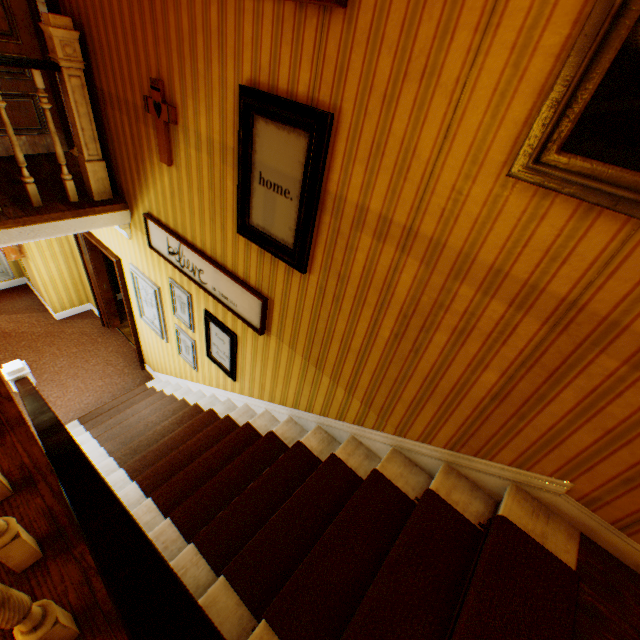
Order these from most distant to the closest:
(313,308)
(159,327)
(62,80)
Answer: (159,327) → (62,80) → (313,308)

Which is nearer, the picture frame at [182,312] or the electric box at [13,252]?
the picture frame at [182,312]

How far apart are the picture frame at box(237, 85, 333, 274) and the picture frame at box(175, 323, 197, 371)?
2.0m

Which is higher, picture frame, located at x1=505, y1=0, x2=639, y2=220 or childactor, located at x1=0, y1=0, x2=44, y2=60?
picture frame, located at x1=505, y1=0, x2=639, y2=220

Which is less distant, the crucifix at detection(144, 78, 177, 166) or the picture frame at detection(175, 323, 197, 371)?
the crucifix at detection(144, 78, 177, 166)

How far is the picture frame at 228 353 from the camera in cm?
348

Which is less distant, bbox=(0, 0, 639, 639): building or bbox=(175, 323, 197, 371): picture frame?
bbox=(0, 0, 639, 639): building

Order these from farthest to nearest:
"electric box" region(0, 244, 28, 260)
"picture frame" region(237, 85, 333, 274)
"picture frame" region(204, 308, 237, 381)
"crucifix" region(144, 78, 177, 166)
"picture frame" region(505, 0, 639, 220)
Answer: "electric box" region(0, 244, 28, 260)
"picture frame" region(204, 308, 237, 381)
"crucifix" region(144, 78, 177, 166)
"picture frame" region(237, 85, 333, 274)
"picture frame" region(505, 0, 639, 220)
